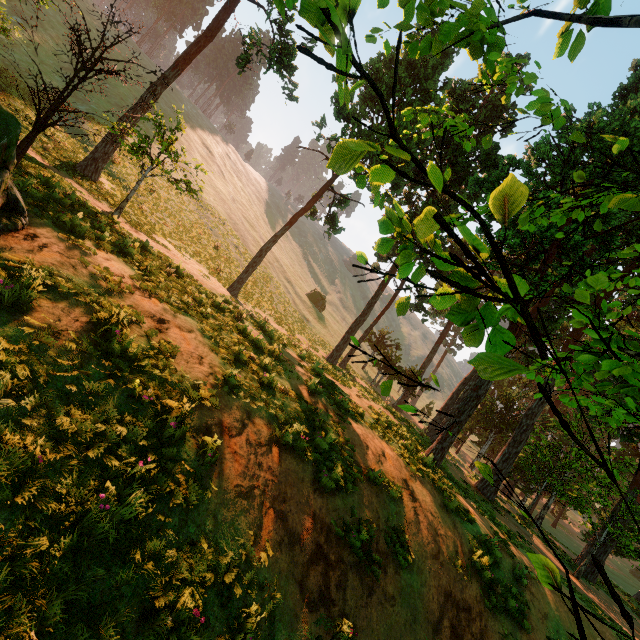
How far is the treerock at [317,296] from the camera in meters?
52.2 m

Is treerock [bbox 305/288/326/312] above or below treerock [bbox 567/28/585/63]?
above

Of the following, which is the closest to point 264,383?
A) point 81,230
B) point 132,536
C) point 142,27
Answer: point 132,536

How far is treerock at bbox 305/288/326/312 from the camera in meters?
52.2

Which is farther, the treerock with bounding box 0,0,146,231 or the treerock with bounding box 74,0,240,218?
the treerock with bounding box 74,0,240,218
